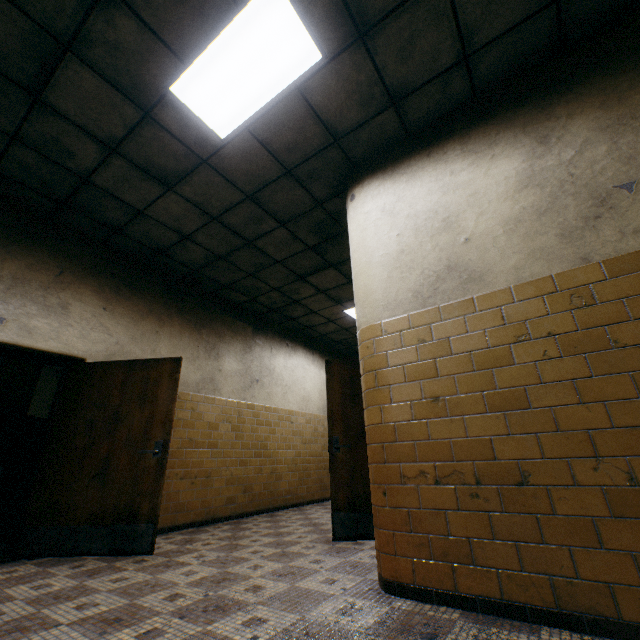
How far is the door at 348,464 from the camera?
3.64m

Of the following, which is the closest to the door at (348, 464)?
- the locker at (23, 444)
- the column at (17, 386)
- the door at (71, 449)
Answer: the door at (71, 449)

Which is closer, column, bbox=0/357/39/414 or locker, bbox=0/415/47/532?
locker, bbox=0/415/47/532

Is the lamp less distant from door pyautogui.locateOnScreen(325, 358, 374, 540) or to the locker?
door pyautogui.locateOnScreen(325, 358, 374, 540)

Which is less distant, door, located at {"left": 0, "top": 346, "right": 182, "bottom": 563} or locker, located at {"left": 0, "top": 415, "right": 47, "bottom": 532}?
door, located at {"left": 0, "top": 346, "right": 182, "bottom": 563}

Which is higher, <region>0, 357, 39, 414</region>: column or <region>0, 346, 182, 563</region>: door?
<region>0, 357, 39, 414</region>: column

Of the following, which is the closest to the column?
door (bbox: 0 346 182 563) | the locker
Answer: the locker

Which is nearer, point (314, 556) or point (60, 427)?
point (314, 556)
